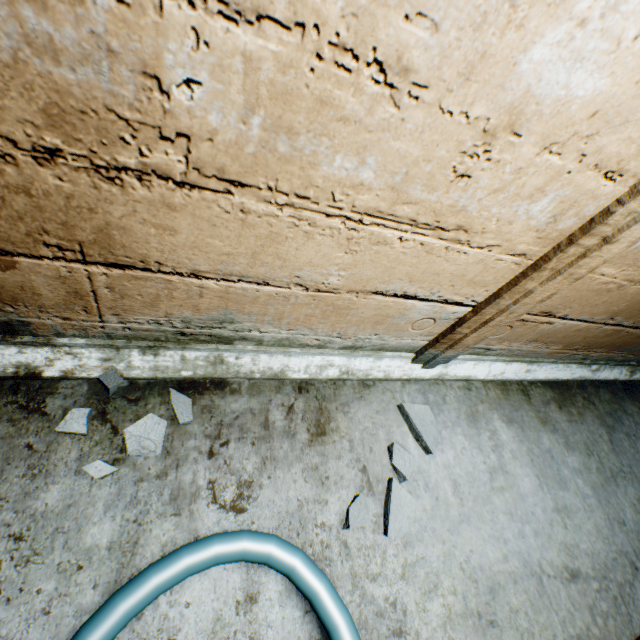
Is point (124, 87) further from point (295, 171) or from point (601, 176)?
point (601, 176)

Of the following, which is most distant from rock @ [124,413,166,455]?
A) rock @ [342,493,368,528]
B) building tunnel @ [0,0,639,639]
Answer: rock @ [342,493,368,528]

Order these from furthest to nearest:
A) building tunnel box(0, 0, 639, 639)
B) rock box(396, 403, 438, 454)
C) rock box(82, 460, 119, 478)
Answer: rock box(396, 403, 438, 454) < rock box(82, 460, 119, 478) < building tunnel box(0, 0, 639, 639)

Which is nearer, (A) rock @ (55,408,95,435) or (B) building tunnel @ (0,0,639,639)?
(B) building tunnel @ (0,0,639,639)

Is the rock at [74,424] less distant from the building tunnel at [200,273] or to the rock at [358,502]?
the building tunnel at [200,273]

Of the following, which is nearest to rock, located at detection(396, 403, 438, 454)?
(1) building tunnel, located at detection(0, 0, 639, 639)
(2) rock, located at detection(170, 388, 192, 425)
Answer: (1) building tunnel, located at detection(0, 0, 639, 639)

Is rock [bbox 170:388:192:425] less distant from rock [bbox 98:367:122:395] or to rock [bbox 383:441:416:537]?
rock [bbox 98:367:122:395]

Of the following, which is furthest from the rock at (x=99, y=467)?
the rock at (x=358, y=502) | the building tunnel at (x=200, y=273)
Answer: the rock at (x=358, y=502)
